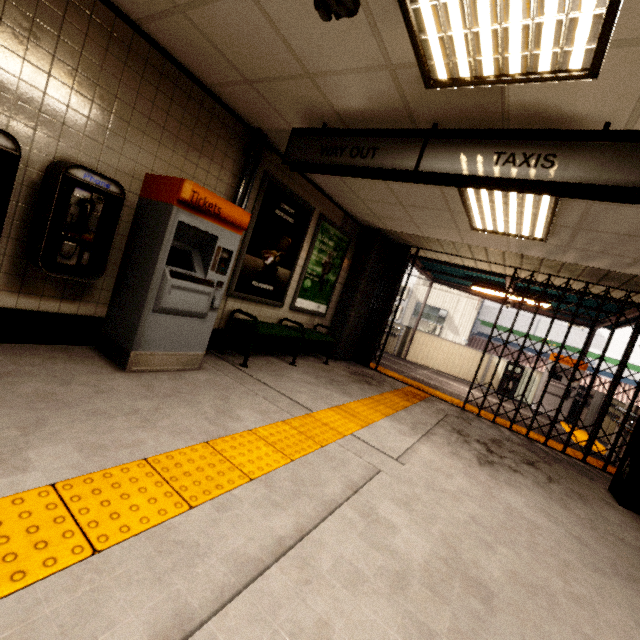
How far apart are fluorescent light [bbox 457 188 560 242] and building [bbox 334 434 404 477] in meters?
2.9

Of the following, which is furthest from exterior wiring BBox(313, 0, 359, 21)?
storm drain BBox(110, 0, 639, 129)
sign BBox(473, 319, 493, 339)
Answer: sign BBox(473, 319, 493, 339)

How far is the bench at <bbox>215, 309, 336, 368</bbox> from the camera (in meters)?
4.44

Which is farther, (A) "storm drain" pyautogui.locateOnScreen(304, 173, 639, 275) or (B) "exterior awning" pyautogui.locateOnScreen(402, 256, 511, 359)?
(B) "exterior awning" pyautogui.locateOnScreen(402, 256, 511, 359)

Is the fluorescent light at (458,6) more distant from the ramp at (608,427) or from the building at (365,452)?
the ramp at (608,427)

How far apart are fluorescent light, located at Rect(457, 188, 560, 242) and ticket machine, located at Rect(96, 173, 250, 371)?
2.1m

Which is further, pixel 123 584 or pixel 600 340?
pixel 600 340

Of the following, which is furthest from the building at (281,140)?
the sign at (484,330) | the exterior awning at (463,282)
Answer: the sign at (484,330)
